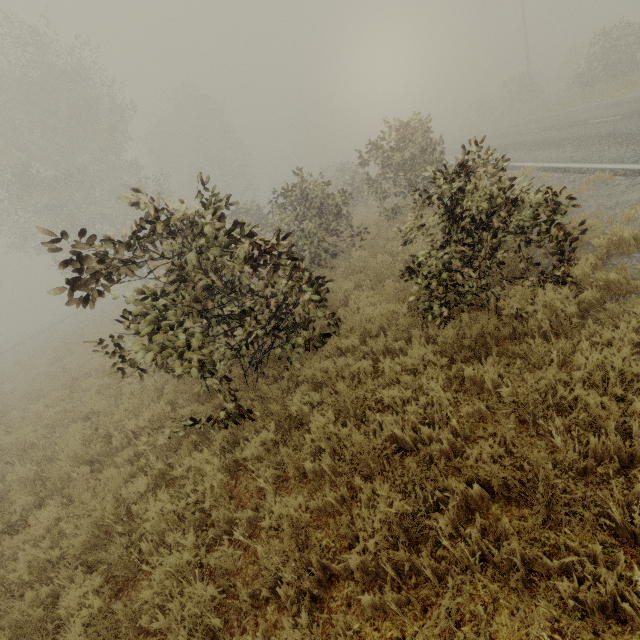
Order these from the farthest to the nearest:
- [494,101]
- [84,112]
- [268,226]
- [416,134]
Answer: [494,101] < [84,112] < [268,226] < [416,134]
